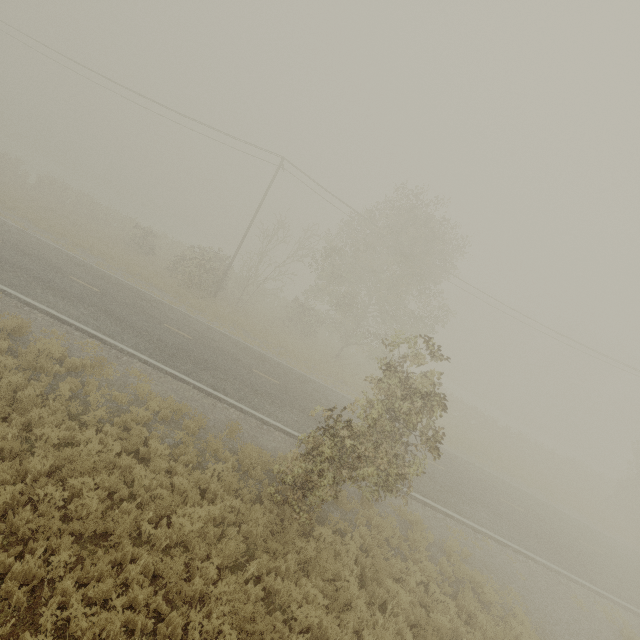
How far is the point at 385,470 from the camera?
9.05m
